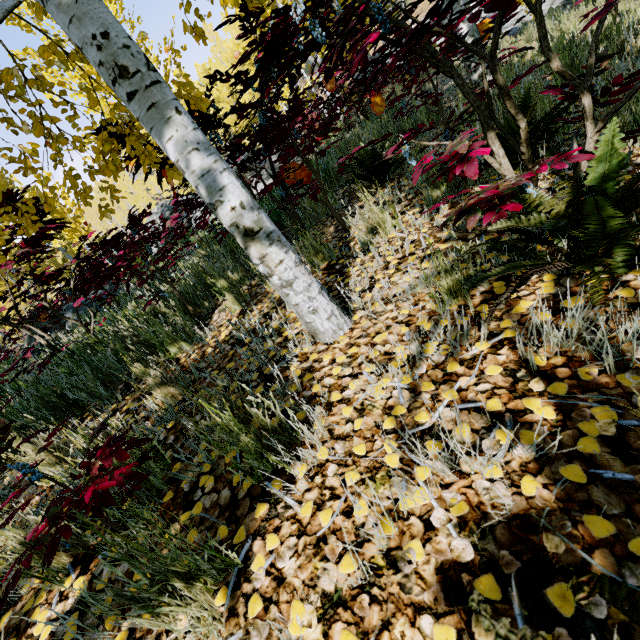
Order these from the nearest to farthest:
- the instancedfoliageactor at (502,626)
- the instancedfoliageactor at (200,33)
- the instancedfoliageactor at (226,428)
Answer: the instancedfoliageactor at (502,626), the instancedfoliageactor at (226,428), the instancedfoliageactor at (200,33)

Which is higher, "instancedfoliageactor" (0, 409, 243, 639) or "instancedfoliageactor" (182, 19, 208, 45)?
"instancedfoliageactor" (182, 19, 208, 45)

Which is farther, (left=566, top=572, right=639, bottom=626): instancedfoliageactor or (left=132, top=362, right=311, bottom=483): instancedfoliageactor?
(left=132, top=362, right=311, bottom=483): instancedfoliageactor

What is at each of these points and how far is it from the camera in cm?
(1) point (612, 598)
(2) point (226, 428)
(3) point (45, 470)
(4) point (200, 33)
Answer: (1) instancedfoliageactor, 51
(2) instancedfoliageactor, 117
(3) instancedfoliageactor, 180
(4) instancedfoliageactor, 191

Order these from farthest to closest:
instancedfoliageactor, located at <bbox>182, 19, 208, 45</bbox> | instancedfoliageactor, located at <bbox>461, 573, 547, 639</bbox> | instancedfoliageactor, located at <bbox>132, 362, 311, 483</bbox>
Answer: instancedfoliageactor, located at <bbox>182, 19, 208, 45</bbox>
instancedfoliageactor, located at <bbox>132, 362, 311, 483</bbox>
instancedfoliageactor, located at <bbox>461, 573, 547, 639</bbox>

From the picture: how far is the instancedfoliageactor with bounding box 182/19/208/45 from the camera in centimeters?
183cm

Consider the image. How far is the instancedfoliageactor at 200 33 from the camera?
1.83m
